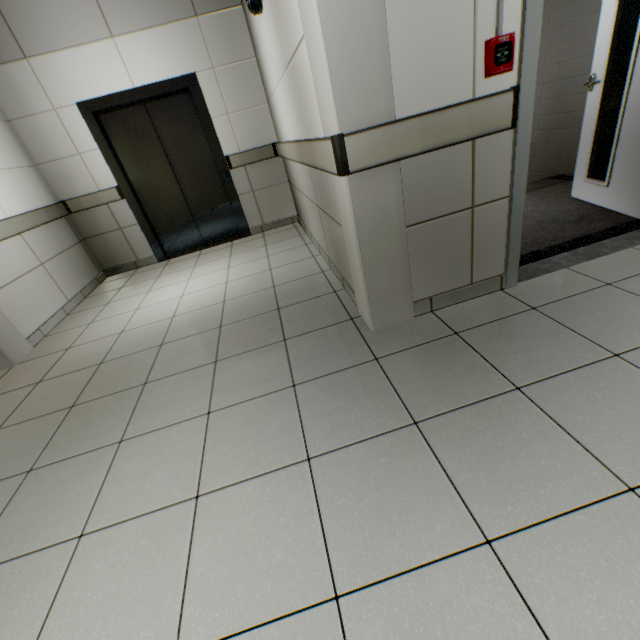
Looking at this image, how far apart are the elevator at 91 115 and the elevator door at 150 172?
0.0m

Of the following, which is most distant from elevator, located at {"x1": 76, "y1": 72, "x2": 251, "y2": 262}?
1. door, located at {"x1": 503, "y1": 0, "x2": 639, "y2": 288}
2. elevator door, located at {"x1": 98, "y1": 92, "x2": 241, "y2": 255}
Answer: door, located at {"x1": 503, "y1": 0, "x2": 639, "y2": 288}

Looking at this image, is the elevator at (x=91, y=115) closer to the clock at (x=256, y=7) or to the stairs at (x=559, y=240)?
the stairs at (x=559, y=240)

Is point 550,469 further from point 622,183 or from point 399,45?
point 622,183

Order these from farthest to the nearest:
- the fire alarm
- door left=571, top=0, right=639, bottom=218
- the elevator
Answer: the elevator, door left=571, top=0, right=639, bottom=218, the fire alarm

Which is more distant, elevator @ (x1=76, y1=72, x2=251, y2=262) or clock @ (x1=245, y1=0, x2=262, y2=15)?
elevator @ (x1=76, y1=72, x2=251, y2=262)

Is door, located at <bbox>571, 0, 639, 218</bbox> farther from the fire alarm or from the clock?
the clock

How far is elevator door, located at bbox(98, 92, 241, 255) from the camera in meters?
4.2 m
